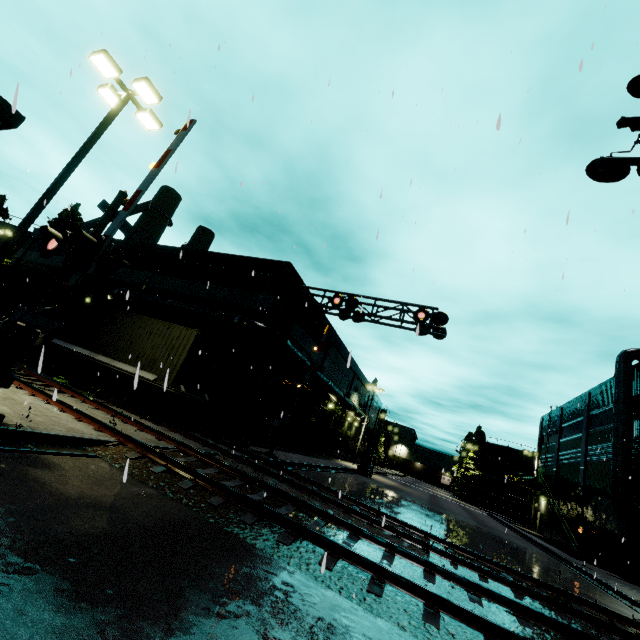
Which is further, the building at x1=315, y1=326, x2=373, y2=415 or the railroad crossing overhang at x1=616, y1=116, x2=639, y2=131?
the building at x1=315, y1=326, x2=373, y2=415

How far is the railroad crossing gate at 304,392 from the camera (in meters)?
16.34

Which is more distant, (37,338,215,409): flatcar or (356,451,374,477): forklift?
(356,451,374,477): forklift

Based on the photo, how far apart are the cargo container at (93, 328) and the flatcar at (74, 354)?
0.01m

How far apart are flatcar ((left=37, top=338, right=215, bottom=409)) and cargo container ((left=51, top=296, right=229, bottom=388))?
0.0m

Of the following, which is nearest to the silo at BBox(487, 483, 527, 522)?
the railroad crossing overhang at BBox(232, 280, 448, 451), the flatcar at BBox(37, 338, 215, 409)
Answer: the railroad crossing overhang at BBox(232, 280, 448, 451)

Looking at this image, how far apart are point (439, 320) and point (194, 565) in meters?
12.4
